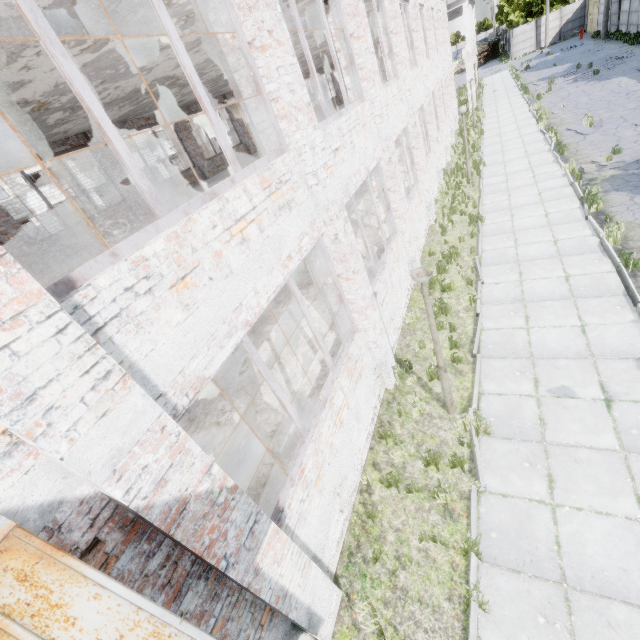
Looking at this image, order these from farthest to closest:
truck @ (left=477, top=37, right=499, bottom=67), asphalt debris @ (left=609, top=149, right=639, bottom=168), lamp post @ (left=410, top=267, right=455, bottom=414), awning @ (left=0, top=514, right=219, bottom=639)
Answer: truck @ (left=477, top=37, right=499, bottom=67) < asphalt debris @ (left=609, top=149, right=639, bottom=168) < lamp post @ (left=410, top=267, right=455, bottom=414) < awning @ (left=0, top=514, right=219, bottom=639)

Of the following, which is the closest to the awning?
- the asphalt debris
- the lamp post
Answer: the lamp post

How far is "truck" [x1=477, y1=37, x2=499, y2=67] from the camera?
57.4 meters

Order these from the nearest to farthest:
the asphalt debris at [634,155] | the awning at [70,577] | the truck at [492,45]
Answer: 1. the awning at [70,577]
2. the asphalt debris at [634,155]
3. the truck at [492,45]

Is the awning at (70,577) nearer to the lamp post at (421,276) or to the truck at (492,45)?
the lamp post at (421,276)

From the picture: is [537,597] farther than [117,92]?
No

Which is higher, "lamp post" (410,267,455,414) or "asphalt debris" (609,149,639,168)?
"lamp post" (410,267,455,414)

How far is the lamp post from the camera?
4.8m
